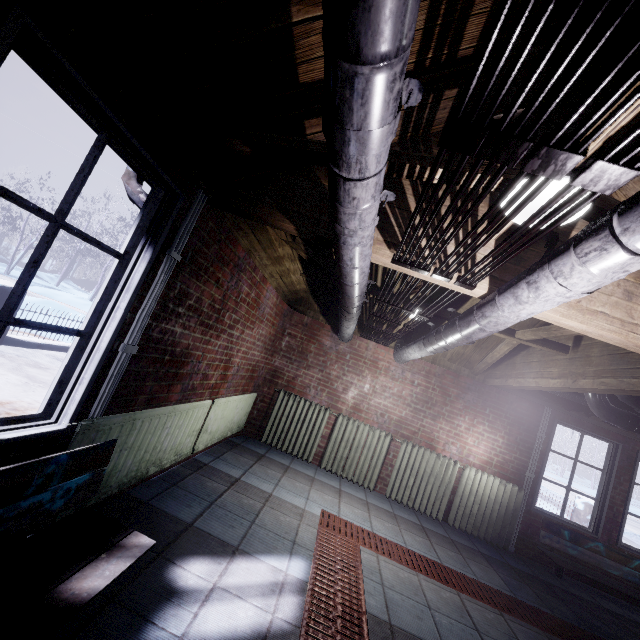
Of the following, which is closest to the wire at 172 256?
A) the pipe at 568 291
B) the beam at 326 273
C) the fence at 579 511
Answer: the beam at 326 273

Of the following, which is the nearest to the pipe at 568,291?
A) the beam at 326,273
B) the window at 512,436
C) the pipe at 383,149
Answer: the beam at 326,273

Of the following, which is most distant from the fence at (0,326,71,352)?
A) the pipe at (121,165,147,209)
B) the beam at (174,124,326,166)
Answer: the beam at (174,124,326,166)

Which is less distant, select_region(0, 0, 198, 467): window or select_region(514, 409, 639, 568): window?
select_region(0, 0, 198, 467): window

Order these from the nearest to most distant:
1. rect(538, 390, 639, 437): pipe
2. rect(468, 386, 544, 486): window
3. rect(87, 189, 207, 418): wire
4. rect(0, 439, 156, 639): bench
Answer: rect(0, 439, 156, 639): bench, rect(87, 189, 207, 418): wire, rect(538, 390, 639, 437): pipe, rect(468, 386, 544, 486): window

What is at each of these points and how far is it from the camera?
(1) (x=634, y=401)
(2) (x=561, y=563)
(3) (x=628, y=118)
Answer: (1) pipe, 2.7m
(2) bench, 3.8m
(3) beam, 0.9m

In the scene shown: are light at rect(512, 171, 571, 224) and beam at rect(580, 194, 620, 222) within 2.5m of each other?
yes

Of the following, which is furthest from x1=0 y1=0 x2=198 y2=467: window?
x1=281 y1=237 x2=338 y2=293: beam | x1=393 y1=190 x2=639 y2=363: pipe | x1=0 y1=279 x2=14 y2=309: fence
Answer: x1=0 y1=279 x2=14 y2=309: fence
